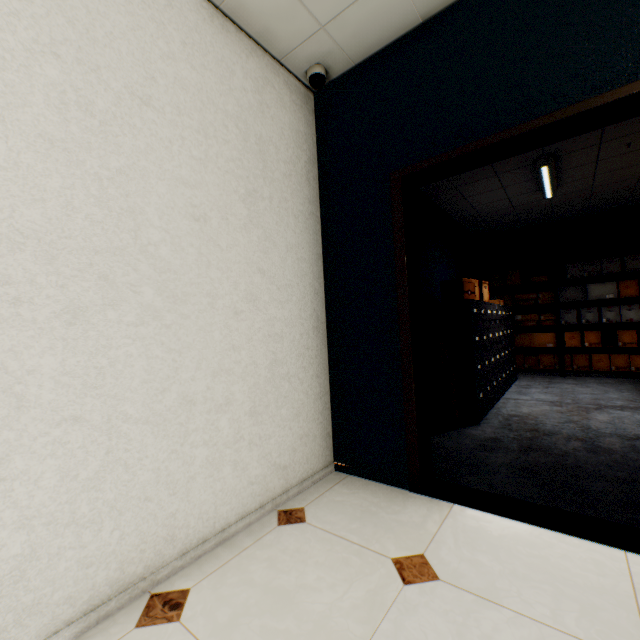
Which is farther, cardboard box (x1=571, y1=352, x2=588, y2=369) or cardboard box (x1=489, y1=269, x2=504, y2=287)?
cardboard box (x1=489, y1=269, x2=504, y2=287)

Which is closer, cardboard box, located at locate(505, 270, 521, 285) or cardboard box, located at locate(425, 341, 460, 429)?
cardboard box, located at locate(425, 341, 460, 429)

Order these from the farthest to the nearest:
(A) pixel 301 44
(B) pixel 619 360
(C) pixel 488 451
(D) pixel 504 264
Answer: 1. (D) pixel 504 264
2. (B) pixel 619 360
3. (C) pixel 488 451
4. (A) pixel 301 44

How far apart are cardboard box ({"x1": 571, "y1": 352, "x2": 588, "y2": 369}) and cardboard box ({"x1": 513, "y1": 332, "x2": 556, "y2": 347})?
0.15m

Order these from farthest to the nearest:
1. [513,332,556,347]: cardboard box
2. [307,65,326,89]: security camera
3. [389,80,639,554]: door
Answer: [513,332,556,347]: cardboard box → [307,65,326,89]: security camera → [389,80,639,554]: door

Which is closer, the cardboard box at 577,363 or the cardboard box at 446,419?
the cardboard box at 446,419

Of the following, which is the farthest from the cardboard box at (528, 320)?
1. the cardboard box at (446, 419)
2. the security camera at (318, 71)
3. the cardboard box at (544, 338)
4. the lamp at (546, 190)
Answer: the security camera at (318, 71)

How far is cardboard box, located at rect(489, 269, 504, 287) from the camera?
6.5 meters
